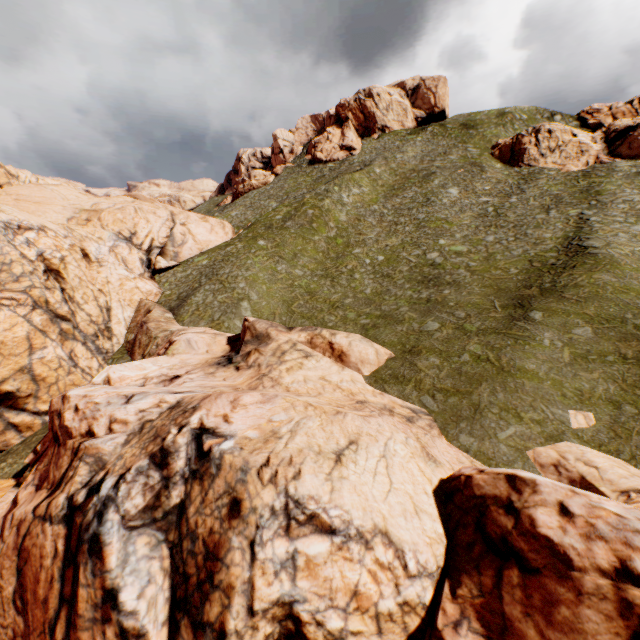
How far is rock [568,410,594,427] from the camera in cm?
1441

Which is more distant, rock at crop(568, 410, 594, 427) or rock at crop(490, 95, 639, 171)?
rock at crop(490, 95, 639, 171)

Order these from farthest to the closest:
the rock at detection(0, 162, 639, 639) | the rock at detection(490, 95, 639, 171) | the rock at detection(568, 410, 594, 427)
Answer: the rock at detection(490, 95, 639, 171) < the rock at detection(568, 410, 594, 427) < the rock at detection(0, 162, 639, 639)

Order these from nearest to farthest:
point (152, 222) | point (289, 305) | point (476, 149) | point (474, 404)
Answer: point (474, 404)
point (289, 305)
point (152, 222)
point (476, 149)

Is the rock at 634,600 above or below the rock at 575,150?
below

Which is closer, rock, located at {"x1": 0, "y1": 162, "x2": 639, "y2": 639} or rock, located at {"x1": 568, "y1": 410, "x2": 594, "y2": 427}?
rock, located at {"x1": 0, "y1": 162, "x2": 639, "y2": 639}
